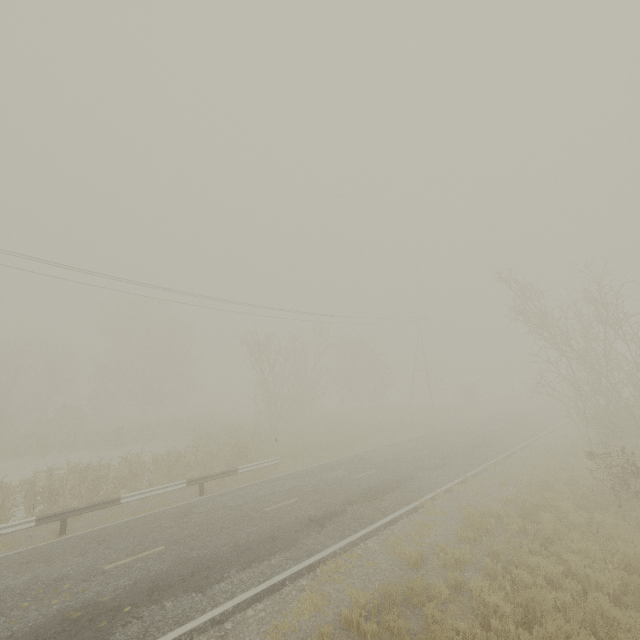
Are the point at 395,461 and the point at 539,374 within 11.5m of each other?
yes
